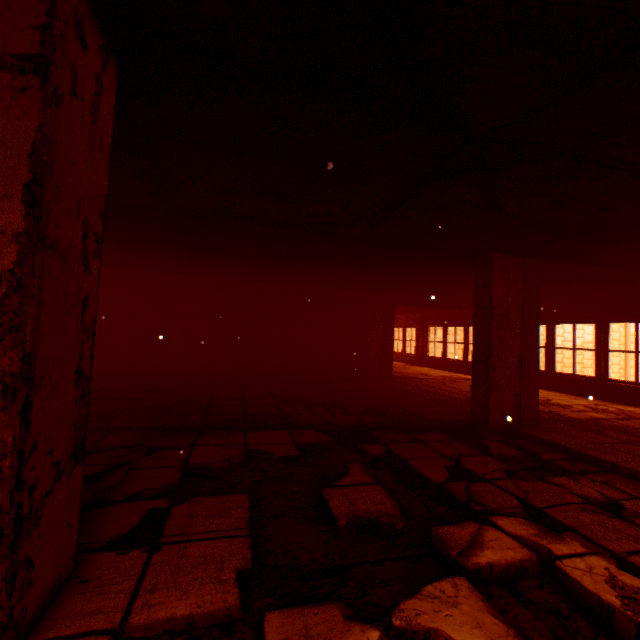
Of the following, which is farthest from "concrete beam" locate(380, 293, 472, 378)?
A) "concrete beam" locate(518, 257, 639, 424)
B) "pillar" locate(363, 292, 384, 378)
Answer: "concrete beam" locate(518, 257, 639, 424)

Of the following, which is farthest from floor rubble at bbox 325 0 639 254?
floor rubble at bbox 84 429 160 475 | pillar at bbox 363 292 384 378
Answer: pillar at bbox 363 292 384 378

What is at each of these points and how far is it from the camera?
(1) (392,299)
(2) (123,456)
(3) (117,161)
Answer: (1) concrete beam, 10.0 meters
(2) floor rubble, 3.1 meters
(3) floor rubble, 2.9 meters

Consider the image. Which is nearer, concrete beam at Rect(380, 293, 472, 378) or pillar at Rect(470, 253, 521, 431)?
pillar at Rect(470, 253, 521, 431)

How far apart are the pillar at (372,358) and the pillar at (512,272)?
4.60m

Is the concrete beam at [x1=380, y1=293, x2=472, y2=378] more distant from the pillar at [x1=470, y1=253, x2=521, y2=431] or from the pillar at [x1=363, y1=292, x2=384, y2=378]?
the pillar at [x1=470, y1=253, x2=521, y2=431]

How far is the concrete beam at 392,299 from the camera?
9.9 meters

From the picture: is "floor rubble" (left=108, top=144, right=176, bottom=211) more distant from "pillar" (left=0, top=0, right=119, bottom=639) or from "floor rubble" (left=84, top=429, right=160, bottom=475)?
"floor rubble" (left=84, top=429, right=160, bottom=475)
